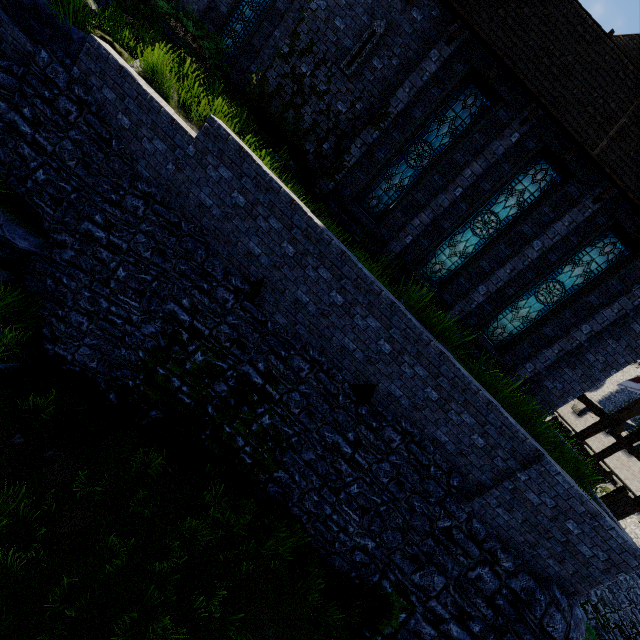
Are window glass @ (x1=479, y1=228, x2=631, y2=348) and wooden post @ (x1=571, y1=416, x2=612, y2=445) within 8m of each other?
yes

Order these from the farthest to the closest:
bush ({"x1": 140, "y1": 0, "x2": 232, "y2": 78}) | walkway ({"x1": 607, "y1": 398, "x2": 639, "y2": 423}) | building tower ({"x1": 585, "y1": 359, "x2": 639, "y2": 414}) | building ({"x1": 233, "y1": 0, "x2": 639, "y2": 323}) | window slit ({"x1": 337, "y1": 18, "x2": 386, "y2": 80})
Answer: building tower ({"x1": 585, "y1": 359, "x2": 639, "y2": 414}) < walkway ({"x1": 607, "y1": 398, "x2": 639, "y2": 423}) < bush ({"x1": 140, "y1": 0, "x2": 232, "y2": 78}) < window slit ({"x1": 337, "y1": 18, "x2": 386, "y2": 80}) < building ({"x1": 233, "y1": 0, "x2": 639, "y2": 323})

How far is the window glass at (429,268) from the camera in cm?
951

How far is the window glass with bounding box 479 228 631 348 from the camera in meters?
9.6 m

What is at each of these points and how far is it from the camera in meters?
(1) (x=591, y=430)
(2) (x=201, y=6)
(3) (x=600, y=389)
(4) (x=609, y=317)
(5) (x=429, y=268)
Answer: (1) wooden post, 12.9
(2) building, 12.7
(3) building tower, 43.6
(4) building, 9.7
(5) window glass, 10.8

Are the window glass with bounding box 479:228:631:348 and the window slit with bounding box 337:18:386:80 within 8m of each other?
no

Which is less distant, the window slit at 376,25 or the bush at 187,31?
the window slit at 376,25

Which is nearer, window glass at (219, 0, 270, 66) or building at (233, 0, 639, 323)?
building at (233, 0, 639, 323)
